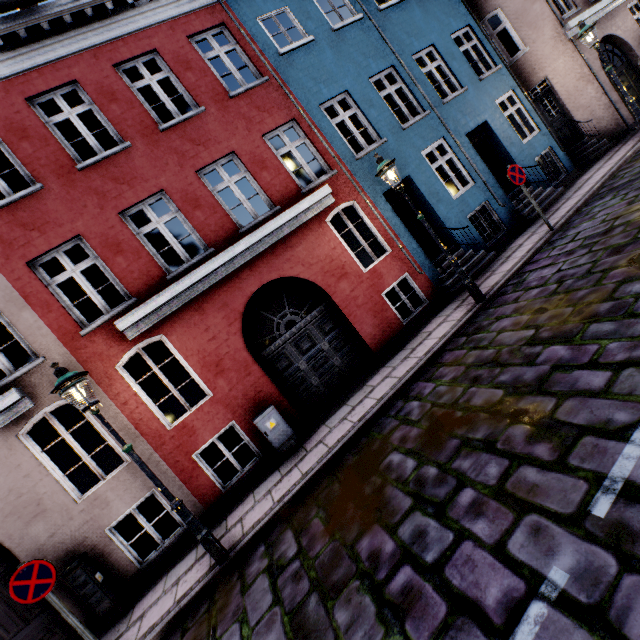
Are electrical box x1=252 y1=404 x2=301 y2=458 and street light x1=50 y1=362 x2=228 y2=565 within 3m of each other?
yes

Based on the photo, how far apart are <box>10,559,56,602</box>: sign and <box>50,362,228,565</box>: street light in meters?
1.7 m

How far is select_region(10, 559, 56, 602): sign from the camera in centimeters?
445cm

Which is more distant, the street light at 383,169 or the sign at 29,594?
the street light at 383,169

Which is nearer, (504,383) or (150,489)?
(504,383)

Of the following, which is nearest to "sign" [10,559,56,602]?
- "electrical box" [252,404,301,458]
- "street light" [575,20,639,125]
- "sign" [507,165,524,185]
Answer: "electrical box" [252,404,301,458]

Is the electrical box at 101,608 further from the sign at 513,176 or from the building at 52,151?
the sign at 513,176

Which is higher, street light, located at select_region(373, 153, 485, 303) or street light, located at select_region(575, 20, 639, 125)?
street light, located at select_region(575, 20, 639, 125)
